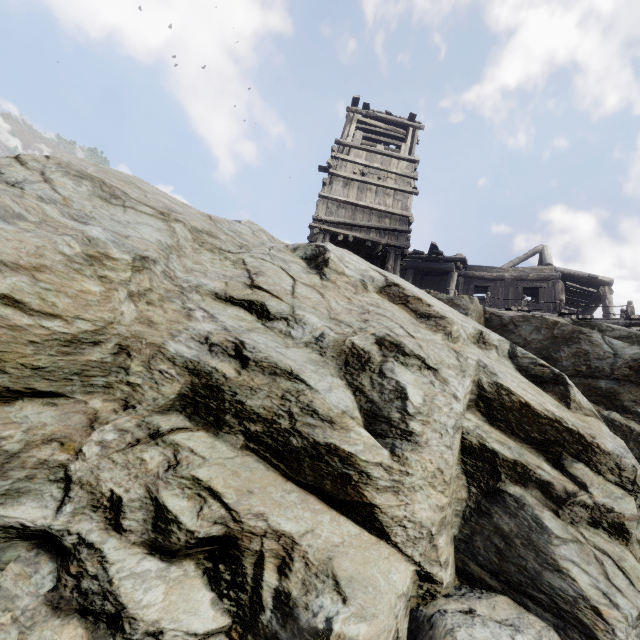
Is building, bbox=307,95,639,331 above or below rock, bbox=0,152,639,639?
above

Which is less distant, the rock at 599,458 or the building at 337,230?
the rock at 599,458

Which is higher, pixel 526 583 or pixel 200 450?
pixel 200 450

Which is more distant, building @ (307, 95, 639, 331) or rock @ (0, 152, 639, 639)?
building @ (307, 95, 639, 331)

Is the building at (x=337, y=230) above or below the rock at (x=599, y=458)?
above
